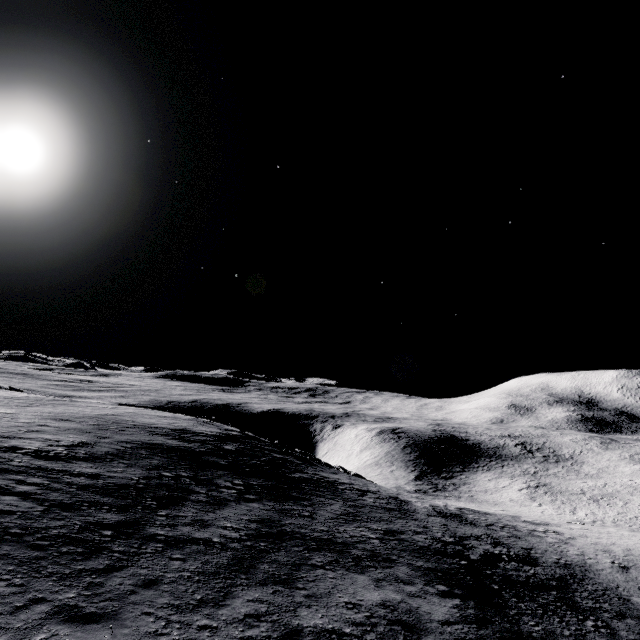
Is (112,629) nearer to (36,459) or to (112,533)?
(112,533)
